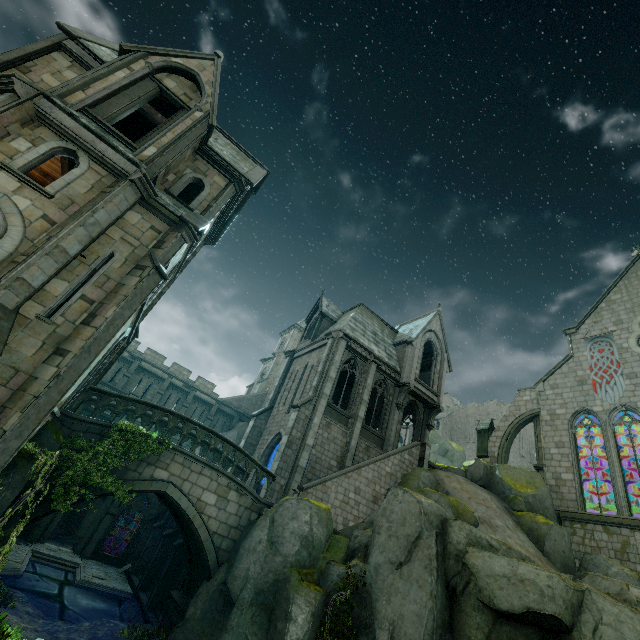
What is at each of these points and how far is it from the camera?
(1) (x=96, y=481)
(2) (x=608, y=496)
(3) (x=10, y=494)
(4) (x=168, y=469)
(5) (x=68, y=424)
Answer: (1) plant, 11.1 meters
(2) rock, 26.1 meters
(3) rock, 8.2 meters
(4) bridge, 12.8 meters
(5) bridge, 11.5 meters

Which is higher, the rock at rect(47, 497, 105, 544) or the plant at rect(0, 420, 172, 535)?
the plant at rect(0, 420, 172, 535)

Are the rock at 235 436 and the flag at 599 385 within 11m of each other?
no

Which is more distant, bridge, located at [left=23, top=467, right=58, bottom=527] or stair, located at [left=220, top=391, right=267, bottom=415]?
stair, located at [left=220, top=391, right=267, bottom=415]

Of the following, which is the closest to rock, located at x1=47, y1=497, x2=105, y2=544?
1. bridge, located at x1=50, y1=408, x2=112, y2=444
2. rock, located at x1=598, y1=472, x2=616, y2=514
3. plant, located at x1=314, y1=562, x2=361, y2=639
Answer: rock, located at x1=598, y1=472, x2=616, y2=514

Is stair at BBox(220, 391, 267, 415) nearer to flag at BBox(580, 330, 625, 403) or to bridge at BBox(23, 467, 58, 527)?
bridge at BBox(23, 467, 58, 527)

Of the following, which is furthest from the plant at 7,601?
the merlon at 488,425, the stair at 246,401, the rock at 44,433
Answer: the merlon at 488,425

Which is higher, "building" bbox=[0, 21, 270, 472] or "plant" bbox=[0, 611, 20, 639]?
"building" bbox=[0, 21, 270, 472]
